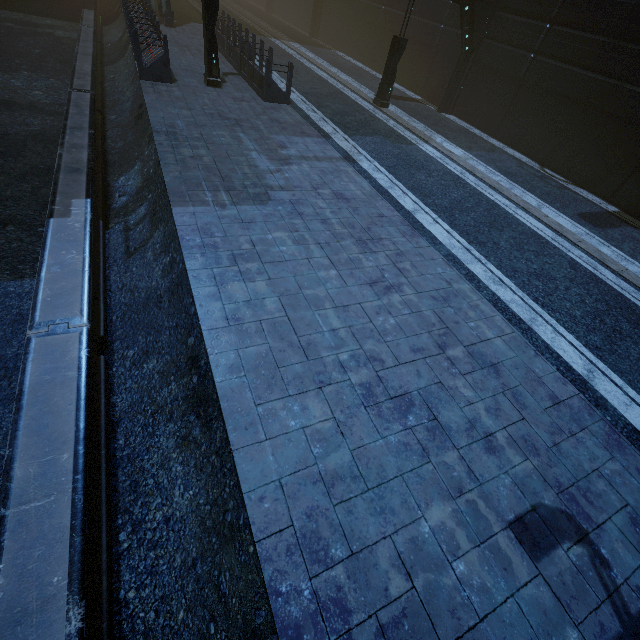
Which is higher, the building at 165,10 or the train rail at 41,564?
the building at 165,10

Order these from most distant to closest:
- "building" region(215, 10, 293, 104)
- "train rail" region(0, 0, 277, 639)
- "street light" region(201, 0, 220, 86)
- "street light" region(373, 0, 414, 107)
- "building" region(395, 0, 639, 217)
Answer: "street light" region(373, 0, 414, 107) → "building" region(215, 10, 293, 104) → "building" region(395, 0, 639, 217) → "street light" region(201, 0, 220, 86) → "train rail" region(0, 0, 277, 639)

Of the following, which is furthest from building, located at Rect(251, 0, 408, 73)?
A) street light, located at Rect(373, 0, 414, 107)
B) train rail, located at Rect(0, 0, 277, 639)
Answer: street light, located at Rect(373, 0, 414, 107)

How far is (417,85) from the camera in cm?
1877

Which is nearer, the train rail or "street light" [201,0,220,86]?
the train rail

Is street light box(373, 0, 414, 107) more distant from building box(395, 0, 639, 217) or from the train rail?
the train rail

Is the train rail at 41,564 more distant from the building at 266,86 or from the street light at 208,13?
the street light at 208,13

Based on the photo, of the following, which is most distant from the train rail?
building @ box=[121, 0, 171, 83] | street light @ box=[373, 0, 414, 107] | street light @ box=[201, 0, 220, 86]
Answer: street light @ box=[373, 0, 414, 107]
